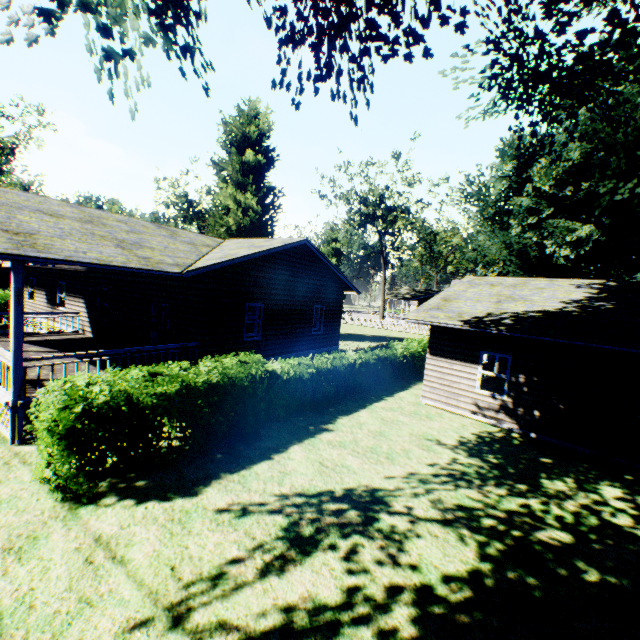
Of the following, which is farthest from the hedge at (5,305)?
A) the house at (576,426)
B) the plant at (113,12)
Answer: the house at (576,426)

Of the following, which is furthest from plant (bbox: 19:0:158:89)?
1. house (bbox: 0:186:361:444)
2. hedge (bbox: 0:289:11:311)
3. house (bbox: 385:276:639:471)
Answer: hedge (bbox: 0:289:11:311)

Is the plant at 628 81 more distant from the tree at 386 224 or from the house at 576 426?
the house at 576 426

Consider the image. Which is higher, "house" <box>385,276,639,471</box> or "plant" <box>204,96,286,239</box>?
"plant" <box>204,96,286,239</box>

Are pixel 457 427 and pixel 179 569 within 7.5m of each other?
no

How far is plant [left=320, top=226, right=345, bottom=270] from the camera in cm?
5528

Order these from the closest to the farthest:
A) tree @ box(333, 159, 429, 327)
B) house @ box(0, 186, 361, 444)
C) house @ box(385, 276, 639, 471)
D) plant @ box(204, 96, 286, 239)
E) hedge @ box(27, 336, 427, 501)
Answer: hedge @ box(27, 336, 427, 501), house @ box(0, 186, 361, 444), house @ box(385, 276, 639, 471), plant @ box(204, 96, 286, 239), tree @ box(333, 159, 429, 327)
